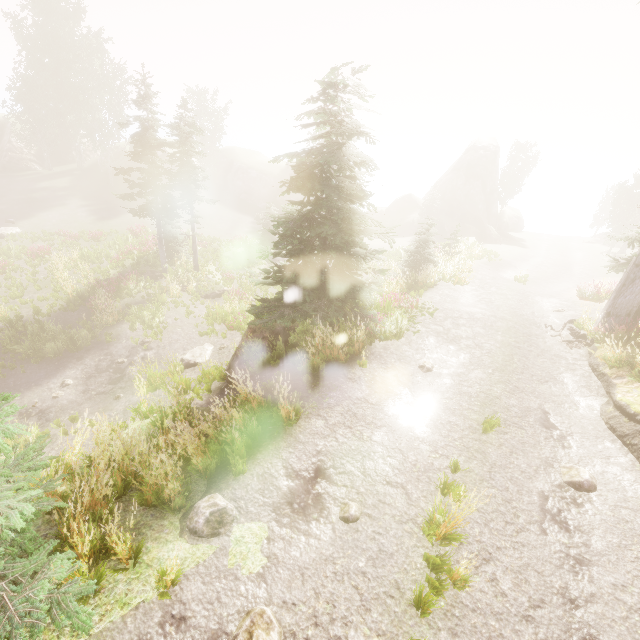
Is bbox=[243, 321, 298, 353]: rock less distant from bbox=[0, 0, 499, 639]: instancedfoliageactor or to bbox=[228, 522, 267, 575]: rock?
bbox=[0, 0, 499, 639]: instancedfoliageactor

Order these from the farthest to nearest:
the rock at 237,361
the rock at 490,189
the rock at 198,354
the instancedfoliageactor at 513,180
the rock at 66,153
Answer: the instancedfoliageactor at 513,180
the rock at 490,189
the rock at 66,153
the rock at 198,354
the rock at 237,361

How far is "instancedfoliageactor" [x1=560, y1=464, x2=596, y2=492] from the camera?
6.4m

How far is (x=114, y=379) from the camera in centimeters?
1441cm

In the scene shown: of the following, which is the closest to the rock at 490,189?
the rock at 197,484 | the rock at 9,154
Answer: the rock at 9,154

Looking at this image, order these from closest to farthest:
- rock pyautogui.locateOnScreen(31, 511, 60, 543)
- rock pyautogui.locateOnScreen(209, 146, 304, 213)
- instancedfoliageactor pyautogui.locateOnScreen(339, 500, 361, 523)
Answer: rock pyautogui.locateOnScreen(31, 511, 60, 543) → instancedfoliageactor pyautogui.locateOnScreen(339, 500, 361, 523) → rock pyautogui.locateOnScreen(209, 146, 304, 213)

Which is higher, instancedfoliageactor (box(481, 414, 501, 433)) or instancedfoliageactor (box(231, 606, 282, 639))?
instancedfoliageactor (box(481, 414, 501, 433))

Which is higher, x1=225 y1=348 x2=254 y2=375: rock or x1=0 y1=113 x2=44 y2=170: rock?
x1=0 y1=113 x2=44 y2=170: rock
